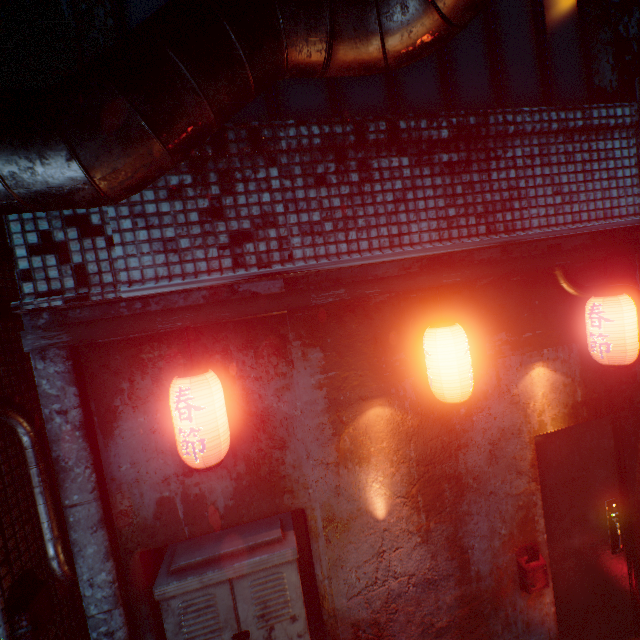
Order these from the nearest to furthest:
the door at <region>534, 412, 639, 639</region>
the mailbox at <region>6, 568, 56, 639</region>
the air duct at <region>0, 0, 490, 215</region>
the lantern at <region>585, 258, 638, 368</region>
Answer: the air duct at <region>0, 0, 490, 215</region>, the mailbox at <region>6, 568, 56, 639</region>, the lantern at <region>585, 258, 638, 368</region>, the door at <region>534, 412, 639, 639</region>

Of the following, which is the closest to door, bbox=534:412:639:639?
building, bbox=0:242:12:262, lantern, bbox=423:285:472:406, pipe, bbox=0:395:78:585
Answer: lantern, bbox=423:285:472:406

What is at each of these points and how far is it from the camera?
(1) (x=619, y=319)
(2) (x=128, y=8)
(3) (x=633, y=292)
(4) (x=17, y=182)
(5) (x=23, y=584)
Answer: (1) lantern, 2.11m
(2) window, 1.81m
(3) pipe, 2.48m
(4) air duct, 0.89m
(5) mailbox, 1.63m

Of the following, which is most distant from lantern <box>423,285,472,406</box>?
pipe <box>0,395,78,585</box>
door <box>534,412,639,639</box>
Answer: pipe <box>0,395,78,585</box>

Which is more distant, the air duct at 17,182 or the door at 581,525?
the door at 581,525

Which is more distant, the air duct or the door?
the door

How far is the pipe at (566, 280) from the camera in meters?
2.4

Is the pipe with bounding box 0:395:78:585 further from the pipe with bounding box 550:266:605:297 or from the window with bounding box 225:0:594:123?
the pipe with bounding box 550:266:605:297
